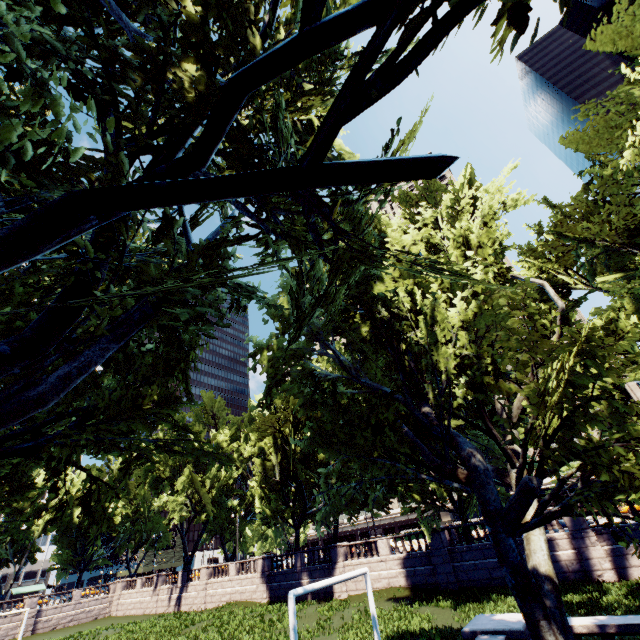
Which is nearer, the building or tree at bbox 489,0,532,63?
tree at bbox 489,0,532,63

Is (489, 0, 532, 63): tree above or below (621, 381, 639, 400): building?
below

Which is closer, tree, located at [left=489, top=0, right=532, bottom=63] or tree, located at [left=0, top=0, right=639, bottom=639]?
tree, located at [left=489, top=0, right=532, bottom=63]

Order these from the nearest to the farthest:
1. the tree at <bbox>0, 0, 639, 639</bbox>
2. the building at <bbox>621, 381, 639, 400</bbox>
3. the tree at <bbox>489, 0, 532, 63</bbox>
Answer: the tree at <bbox>489, 0, 532, 63</bbox>
the tree at <bbox>0, 0, 639, 639</bbox>
the building at <bbox>621, 381, 639, 400</bbox>

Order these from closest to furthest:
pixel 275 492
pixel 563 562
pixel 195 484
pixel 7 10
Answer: pixel 7 10 → pixel 563 562 → pixel 275 492 → pixel 195 484

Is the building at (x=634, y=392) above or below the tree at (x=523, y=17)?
above

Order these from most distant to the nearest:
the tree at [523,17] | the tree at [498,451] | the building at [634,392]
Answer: the building at [634,392]
the tree at [498,451]
the tree at [523,17]
